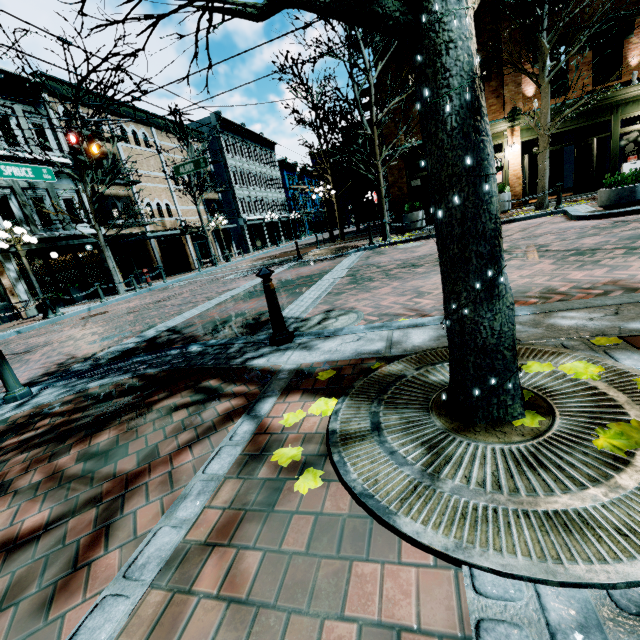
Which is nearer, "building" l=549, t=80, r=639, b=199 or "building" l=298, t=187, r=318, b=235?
"building" l=549, t=80, r=639, b=199

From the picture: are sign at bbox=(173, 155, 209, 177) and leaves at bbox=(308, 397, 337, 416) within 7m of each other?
no

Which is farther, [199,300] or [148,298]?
[148,298]

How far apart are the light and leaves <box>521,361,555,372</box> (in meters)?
11.34

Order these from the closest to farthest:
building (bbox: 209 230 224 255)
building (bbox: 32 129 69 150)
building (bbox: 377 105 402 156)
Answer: building (bbox: 377 105 402 156)
building (bbox: 32 129 69 150)
building (bbox: 209 230 224 255)

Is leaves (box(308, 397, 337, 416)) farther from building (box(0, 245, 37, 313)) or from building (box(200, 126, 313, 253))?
building (box(200, 126, 313, 253))

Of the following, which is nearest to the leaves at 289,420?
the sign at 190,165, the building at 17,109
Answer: the sign at 190,165

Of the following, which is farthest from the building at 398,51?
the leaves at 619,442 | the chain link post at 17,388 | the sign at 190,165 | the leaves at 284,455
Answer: the chain link post at 17,388
